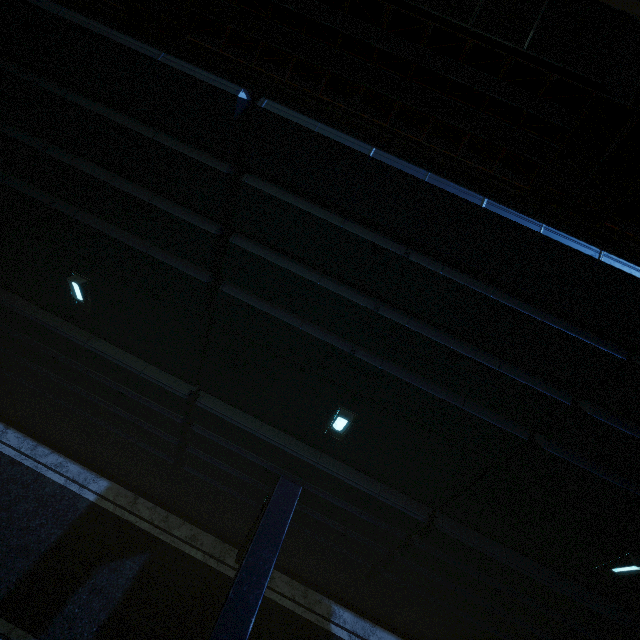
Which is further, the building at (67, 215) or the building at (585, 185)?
the building at (67, 215)

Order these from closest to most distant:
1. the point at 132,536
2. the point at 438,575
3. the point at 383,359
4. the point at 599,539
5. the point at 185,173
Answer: the point at 185,173, the point at 383,359, the point at 599,539, the point at 438,575, the point at 132,536

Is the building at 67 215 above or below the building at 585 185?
below

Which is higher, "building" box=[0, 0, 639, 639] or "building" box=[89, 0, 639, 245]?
"building" box=[89, 0, 639, 245]

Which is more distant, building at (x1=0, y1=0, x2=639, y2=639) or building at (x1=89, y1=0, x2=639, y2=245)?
building at (x1=0, y1=0, x2=639, y2=639)
